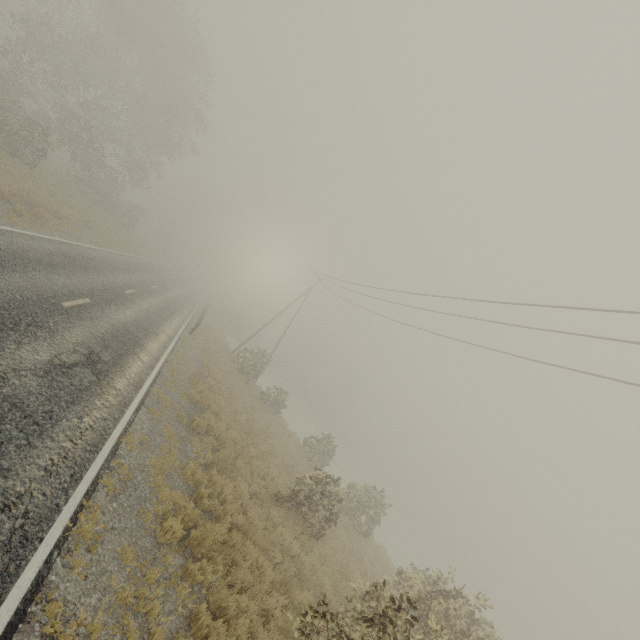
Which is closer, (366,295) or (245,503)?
(245,503)

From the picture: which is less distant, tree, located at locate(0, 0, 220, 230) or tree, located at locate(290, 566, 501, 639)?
tree, located at locate(290, 566, 501, 639)

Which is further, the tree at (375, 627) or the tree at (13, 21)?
the tree at (13, 21)
